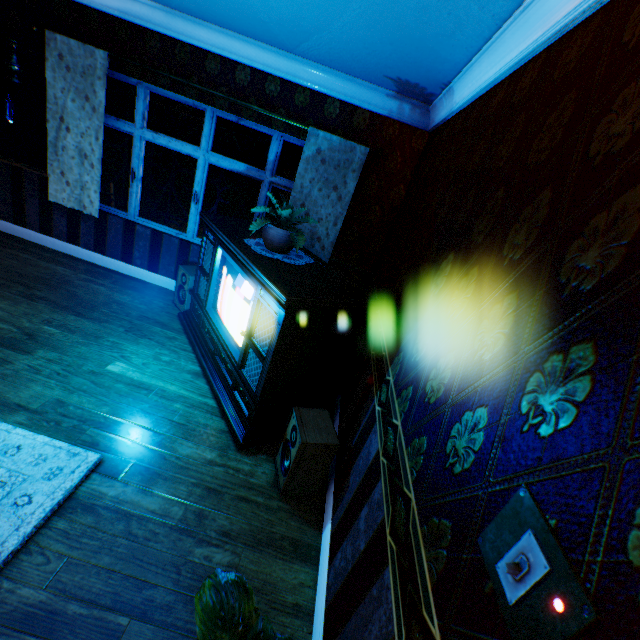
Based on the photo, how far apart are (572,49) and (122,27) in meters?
4.6 m

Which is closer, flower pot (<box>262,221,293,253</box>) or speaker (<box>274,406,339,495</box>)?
speaker (<box>274,406,339,495</box>)

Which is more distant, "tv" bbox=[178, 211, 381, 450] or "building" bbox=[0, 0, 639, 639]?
"tv" bbox=[178, 211, 381, 450]

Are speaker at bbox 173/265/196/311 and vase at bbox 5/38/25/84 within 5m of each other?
yes

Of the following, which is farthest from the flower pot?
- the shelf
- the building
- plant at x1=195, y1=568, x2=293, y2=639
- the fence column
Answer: the fence column

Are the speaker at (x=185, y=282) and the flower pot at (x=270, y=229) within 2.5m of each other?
yes

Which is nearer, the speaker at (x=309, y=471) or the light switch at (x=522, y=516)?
the light switch at (x=522, y=516)

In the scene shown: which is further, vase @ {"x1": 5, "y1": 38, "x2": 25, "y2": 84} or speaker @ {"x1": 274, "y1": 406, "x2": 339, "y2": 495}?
vase @ {"x1": 5, "y1": 38, "x2": 25, "y2": 84}
